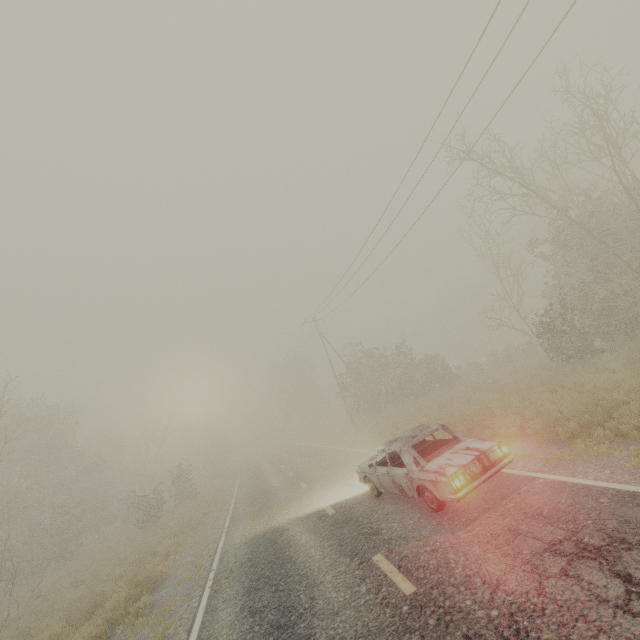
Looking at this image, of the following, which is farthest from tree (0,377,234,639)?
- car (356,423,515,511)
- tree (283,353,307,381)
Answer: car (356,423,515,511)

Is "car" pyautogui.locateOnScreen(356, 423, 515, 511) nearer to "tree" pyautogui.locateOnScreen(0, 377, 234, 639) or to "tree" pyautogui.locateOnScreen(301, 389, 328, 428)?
"tree" pyautogui.locateOnScreen(0, 377, 234, 639)

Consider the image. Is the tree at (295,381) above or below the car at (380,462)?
above

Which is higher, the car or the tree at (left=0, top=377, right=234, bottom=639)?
the tree at (left=0, top=377, right=234, bottom=639)

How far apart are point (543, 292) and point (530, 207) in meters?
7.1 m

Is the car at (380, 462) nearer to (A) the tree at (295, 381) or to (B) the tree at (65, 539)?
(B) the tree at (65, 539)
